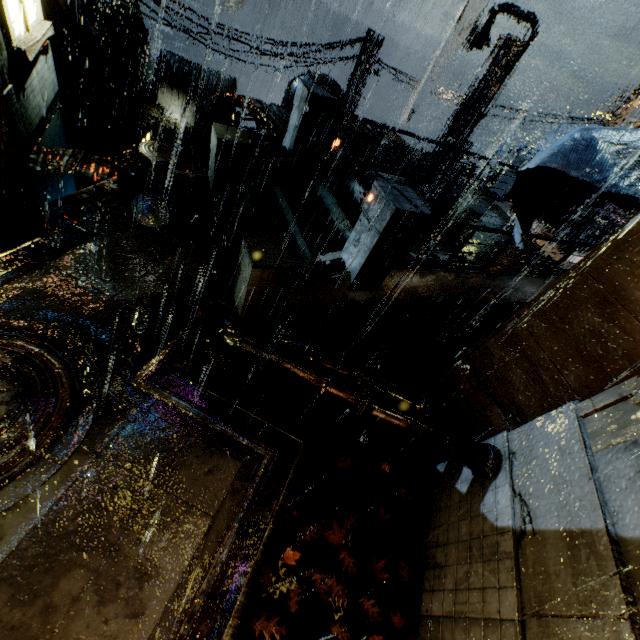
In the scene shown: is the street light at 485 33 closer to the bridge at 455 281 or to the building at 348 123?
the bridge at 455 281

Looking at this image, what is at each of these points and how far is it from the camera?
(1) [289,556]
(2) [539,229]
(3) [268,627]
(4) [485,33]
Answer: (1) leaves, 4.6 meters
(2) building, 17.5 meters
(3) leaves, 4.0 meters
(4) street light, 14.2 meters

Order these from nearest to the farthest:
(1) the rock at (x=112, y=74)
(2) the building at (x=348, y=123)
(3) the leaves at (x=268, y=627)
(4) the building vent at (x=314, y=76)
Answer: (3) the leaves at (x=268, y=627) < (2) the building at (x=348, y=123) < (4) the building vent at (x=314, y=76) < (1) the rock at (x=112, y=74)

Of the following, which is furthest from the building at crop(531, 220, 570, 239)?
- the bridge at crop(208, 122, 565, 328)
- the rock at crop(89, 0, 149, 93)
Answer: the rock at crop(89, 0, 149, 93)

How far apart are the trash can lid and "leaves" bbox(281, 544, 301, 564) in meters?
6.9 m

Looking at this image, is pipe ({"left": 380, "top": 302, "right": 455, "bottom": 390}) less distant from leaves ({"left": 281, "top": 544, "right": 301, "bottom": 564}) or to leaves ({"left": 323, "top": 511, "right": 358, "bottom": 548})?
leaves ({"left": 323, "top": 511, "right": 358, "bottom": 548})

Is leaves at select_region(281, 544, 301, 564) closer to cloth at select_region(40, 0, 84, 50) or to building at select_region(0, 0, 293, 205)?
building at select_region(0, 0, 293, 205)

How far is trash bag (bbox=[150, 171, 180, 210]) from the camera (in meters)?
7.33
